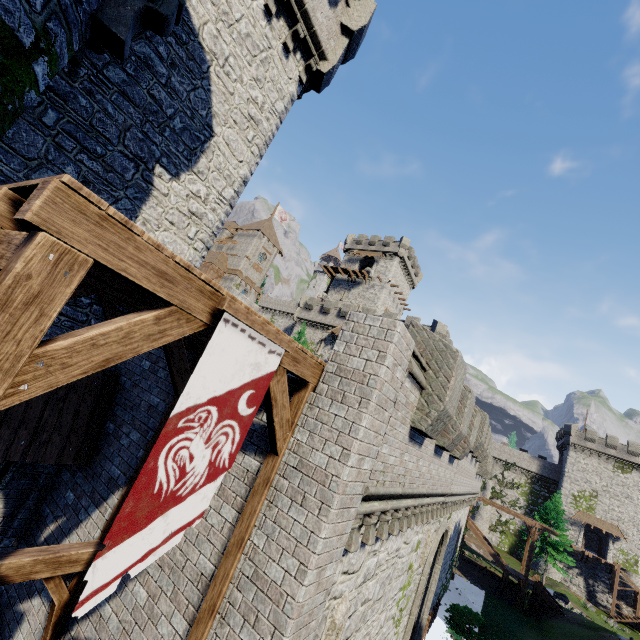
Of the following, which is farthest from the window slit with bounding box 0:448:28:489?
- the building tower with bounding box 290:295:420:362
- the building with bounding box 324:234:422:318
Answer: the building with bounding box 324:234:422:318

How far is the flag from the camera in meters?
2.8

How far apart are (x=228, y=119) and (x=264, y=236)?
48.0 meters

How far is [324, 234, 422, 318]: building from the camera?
49.94m

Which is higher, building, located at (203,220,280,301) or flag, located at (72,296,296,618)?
building, located at (203,220,280,301)

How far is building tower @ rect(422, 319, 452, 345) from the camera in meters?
36.2

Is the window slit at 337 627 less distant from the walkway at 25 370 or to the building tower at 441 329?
the walkway at 25 370

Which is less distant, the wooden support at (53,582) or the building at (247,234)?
the wooden support at (53,582)
